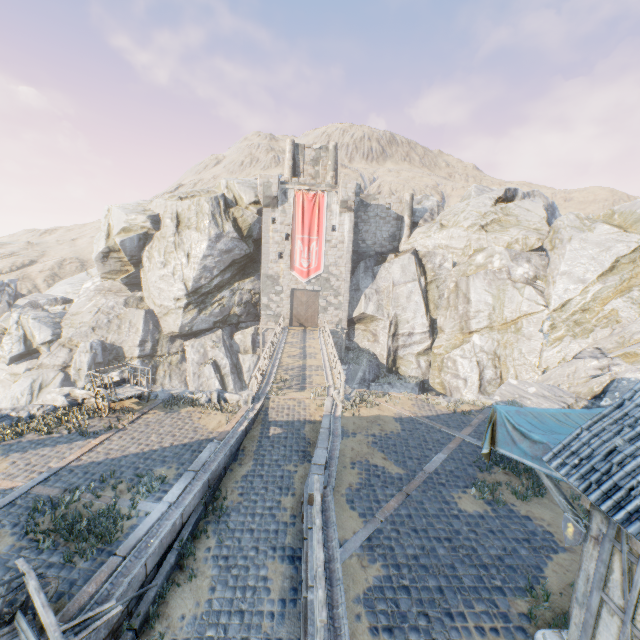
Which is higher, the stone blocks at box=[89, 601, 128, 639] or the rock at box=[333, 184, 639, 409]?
the stone blocks at box=[89, 601, 128, 639]

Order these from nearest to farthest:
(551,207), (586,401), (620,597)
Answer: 1. (620,597)
2. (586,401)
3. (551,207)

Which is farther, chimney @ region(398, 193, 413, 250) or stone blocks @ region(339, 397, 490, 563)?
chimney @ region(398, 193, 413, 250)

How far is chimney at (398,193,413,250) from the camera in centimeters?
3434cm

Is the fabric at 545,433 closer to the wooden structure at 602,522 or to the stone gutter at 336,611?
the wooden structure at 602,522

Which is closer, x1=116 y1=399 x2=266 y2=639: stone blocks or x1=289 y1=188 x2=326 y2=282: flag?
x1=116 y1=399 x2=266 y2=639: stone blocks

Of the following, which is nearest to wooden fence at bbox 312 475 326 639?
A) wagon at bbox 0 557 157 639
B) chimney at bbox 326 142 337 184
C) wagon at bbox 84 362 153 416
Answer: wagon at bbox 0 557 157 639

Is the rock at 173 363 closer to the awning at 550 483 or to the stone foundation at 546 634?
the stone foundation at 546 634
